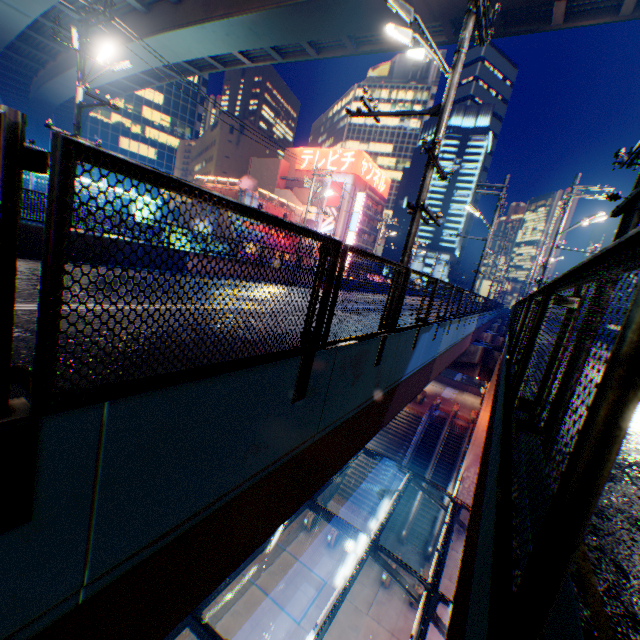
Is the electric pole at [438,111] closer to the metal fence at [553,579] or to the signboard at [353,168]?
the metal fence at [553,579]

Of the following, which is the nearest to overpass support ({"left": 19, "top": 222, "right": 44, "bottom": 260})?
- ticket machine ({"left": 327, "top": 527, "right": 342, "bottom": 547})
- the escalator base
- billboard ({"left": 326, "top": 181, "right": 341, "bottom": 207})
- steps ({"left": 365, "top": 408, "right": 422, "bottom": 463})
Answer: steps ({"left": 365, "top": 408, "right": 422, "bottom": 463})

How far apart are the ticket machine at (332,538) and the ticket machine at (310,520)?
1.4m

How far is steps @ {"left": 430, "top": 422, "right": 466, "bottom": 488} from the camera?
28.1 meters

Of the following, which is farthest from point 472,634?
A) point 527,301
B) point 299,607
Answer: point 299,607

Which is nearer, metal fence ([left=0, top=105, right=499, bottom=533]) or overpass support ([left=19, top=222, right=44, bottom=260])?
metal fence ([left=0, top=105, right=499, bottom=533])

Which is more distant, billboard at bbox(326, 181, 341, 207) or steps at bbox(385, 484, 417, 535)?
billboard at bbox(326, 181, 341, 207)

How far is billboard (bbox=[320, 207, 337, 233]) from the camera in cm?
5641
